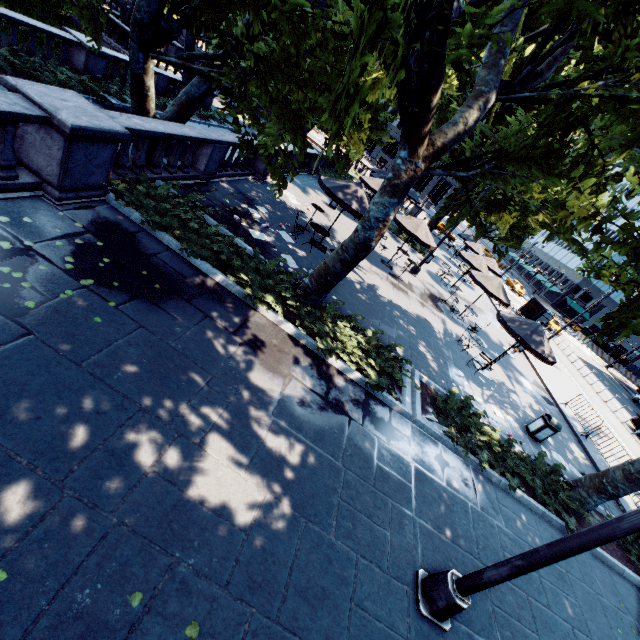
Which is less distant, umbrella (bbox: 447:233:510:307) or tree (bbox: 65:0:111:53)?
tree (bbox: 65:0:111:53)

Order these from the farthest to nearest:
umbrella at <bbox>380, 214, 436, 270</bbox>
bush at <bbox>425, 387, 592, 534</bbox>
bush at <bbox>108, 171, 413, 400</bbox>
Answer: umbrella at <bbox>380, 214, 436, 270</bbox>, bush at <bbox>425, 387, 592, 534</bbox>, bush at <bbox>108, 171, 413, 400</bbox>

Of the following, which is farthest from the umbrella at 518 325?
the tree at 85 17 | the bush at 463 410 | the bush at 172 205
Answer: the bush at 172 205

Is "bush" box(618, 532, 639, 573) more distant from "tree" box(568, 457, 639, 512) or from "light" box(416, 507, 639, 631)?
"light" box(416, 507, 639, 631)

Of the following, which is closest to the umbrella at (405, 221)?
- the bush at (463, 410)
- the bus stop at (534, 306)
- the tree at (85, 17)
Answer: the tree at (85, 17)

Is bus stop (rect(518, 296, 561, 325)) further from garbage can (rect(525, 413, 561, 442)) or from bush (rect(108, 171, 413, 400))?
bush (rect(108, 171, 413, 400))

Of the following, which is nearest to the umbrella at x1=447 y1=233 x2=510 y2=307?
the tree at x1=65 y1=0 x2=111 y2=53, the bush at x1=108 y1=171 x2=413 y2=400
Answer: the tree at x1=65 y1=0 x2=111 y2=53

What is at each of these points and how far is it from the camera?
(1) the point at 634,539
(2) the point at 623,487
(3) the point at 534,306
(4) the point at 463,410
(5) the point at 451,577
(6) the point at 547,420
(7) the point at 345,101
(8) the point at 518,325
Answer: (1) bush, 9.9m
(2) tree, 8.7m
(3) bus stop, 31.9m
(4) bush, 9.4m
(5) light, 4.8m
(6) garbage can, 11.6m
(7) tree, 3.7m
(8) umbrella, 12.7m
